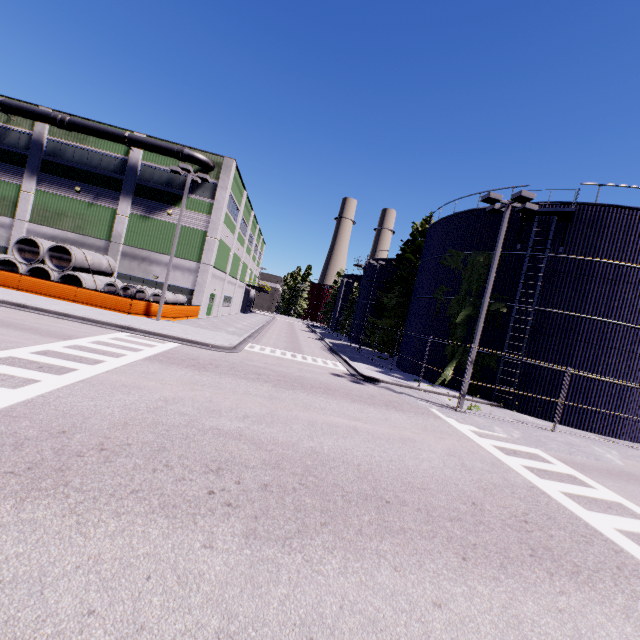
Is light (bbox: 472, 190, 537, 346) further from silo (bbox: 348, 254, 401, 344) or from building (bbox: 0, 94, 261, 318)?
building (bbox: 0, 94, 261, 318)

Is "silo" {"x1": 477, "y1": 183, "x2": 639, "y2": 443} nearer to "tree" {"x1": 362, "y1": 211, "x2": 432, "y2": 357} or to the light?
"tree" {"x1": 362, "y1": 211, "x2": 432, "y2": 357}

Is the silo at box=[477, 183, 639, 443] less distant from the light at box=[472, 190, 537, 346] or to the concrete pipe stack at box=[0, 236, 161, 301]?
the concrete pipe stack at box=[0, 236, 161, 301]

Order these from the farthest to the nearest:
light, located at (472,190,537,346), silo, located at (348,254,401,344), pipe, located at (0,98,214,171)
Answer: silo, located at (348,254,401,344) < pipe, located at (0,98,214,171) < light, located at (472,190,537,346)

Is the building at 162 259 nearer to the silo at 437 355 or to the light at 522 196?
the silo at 437 355

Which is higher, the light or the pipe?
the pipe

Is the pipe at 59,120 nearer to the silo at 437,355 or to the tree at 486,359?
the tree at 486,359

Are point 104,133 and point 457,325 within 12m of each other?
no
